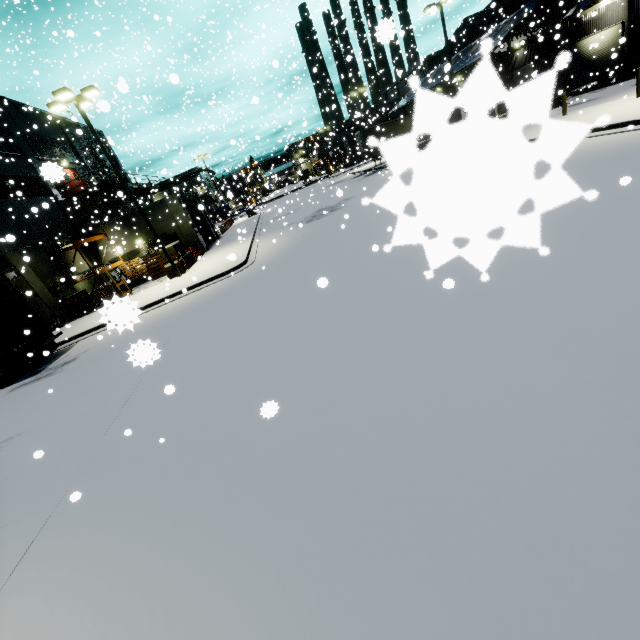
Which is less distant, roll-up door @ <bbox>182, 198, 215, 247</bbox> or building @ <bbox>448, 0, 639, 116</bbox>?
building @ <bbox>448, 0, 639, 116</bbox>

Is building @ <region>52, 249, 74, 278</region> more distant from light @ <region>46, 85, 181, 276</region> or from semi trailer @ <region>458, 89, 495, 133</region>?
light @ <region>46, 85, 181, 276</region>

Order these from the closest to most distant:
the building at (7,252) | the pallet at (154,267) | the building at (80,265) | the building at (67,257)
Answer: the building at (7,252)
the building at (67,257)
the building at (80,265)
the pallet at (154,267)

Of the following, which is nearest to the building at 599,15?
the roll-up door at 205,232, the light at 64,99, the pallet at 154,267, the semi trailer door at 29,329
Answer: the roll-up door at 205,232

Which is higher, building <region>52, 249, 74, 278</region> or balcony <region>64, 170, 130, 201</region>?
balcony <region>64, 170, 130, 201</region>

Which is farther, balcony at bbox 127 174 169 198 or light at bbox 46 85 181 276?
balcony at bbox 127 174 169 198

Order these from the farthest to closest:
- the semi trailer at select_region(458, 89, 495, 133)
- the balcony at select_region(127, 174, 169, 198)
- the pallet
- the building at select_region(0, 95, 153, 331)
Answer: the balcony at select_region(127, 174, 169, 198) < the pallet < the building at select_region(0, 95, 153, 331) < the semi trailer at select_region(458, 89, 495, 133)

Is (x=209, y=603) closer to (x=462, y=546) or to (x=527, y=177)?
(x=462, y=546)
